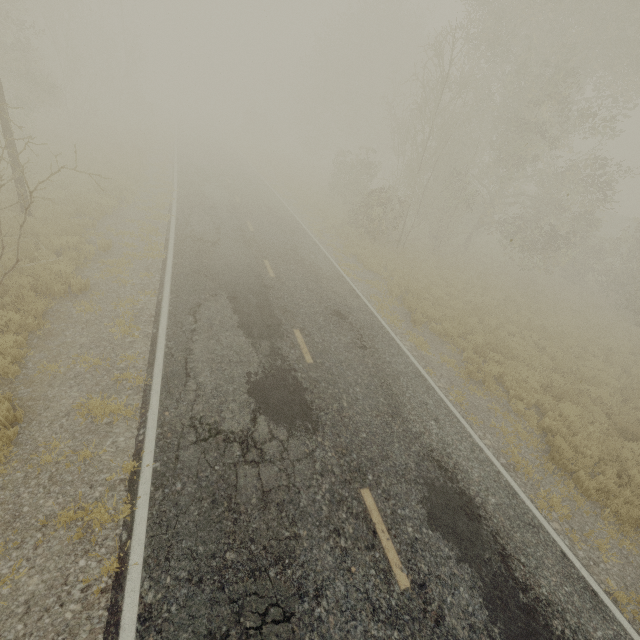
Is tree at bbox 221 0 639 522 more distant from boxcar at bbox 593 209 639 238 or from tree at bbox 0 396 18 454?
tree at bbox 0 396 18 454

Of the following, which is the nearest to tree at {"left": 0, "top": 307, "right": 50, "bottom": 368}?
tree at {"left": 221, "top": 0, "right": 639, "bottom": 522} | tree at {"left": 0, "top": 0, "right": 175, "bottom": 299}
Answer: tree at {"left": 221, "top": 0, "right": 639, "bottom": 522}

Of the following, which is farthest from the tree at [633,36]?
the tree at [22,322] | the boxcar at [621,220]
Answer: the tree at [22,322]

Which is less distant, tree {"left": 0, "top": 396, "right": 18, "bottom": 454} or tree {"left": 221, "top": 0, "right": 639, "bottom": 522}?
tree {"left": 0, "top": 396, "right": 18, "bottom": 454}

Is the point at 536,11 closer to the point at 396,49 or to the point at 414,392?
the point at 414,392

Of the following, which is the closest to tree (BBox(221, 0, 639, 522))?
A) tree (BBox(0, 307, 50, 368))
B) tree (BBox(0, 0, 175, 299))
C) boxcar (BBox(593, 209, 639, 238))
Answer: Result: tree (BBox(0, 0, 175, 299))

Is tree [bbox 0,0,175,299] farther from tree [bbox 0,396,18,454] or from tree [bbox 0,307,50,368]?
tree [bbox 0,396,18,454]

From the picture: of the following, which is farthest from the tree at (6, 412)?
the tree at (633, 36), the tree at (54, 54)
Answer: the tree at (54, 54)
